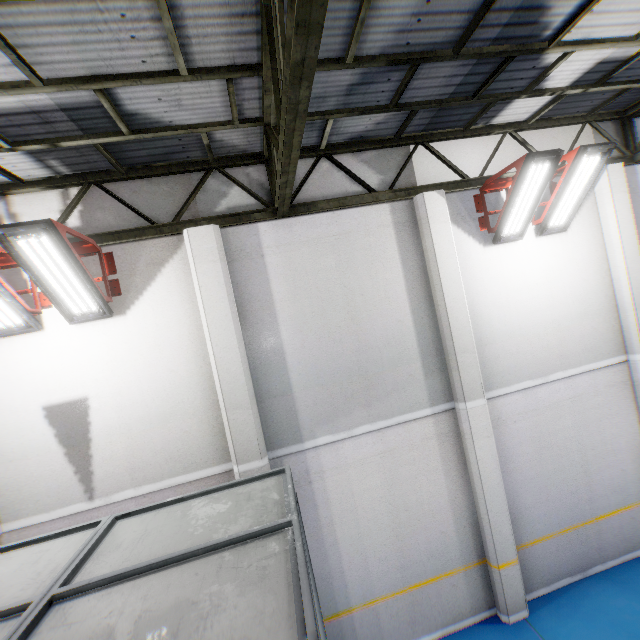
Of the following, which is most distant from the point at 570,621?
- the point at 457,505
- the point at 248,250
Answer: the point at 248,250

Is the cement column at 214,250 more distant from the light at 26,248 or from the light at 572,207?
the light at 572,207

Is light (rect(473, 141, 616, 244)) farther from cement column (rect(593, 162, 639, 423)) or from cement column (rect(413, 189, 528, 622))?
cement column (rect(593, 162, 639, 423))

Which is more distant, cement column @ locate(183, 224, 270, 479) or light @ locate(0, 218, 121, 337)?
cement column @ locate(183, 224, 270, 479)

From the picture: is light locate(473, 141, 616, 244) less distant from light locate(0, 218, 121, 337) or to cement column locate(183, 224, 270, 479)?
cement column locate(183, 224, 270, 479)

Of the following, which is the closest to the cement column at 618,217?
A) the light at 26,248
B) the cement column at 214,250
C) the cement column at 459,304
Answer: the cement column at 459,304

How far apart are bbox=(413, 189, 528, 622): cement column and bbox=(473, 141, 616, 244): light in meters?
0.7 m

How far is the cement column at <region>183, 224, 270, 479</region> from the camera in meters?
5.1 m
